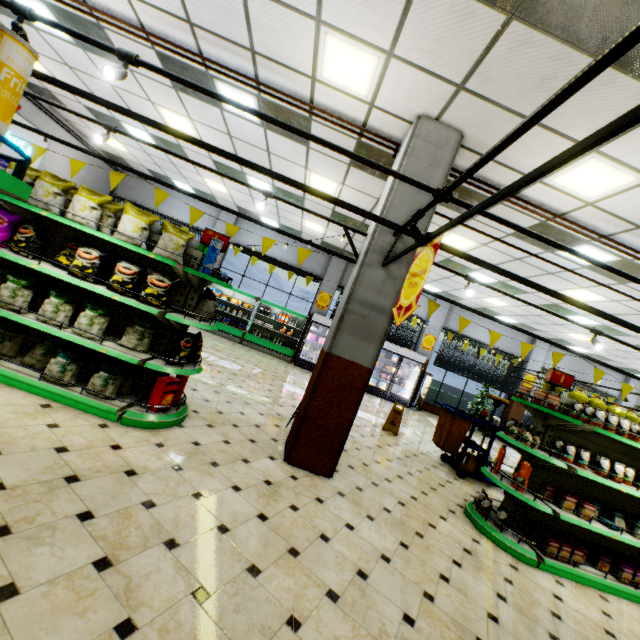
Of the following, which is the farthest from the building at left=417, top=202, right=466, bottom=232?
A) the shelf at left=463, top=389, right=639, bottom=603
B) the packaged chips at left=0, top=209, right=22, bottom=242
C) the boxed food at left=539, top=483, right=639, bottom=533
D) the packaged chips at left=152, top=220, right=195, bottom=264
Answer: the packaged chips at left=152, top=220, right=195, bottom=264

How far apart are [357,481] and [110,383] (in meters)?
3.42

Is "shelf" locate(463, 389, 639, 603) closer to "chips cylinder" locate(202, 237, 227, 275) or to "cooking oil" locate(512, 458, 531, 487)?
"cooking oil" locate(512, 458, 531, 487)

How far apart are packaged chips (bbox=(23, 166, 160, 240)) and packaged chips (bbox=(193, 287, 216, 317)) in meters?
1.4 m

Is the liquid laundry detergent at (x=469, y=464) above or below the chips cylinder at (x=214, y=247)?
below

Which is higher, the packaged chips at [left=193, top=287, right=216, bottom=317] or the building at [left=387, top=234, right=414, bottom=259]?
the building at [left=387, top=234, right=414, bottom=259]

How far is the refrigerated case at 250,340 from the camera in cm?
1293

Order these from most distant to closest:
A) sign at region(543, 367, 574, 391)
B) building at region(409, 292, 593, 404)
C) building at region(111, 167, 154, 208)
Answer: building at region(409, 292, 593, 404) → building at region(111, 167, 154, 208) → sign at region(543, 367, 574, 391)
